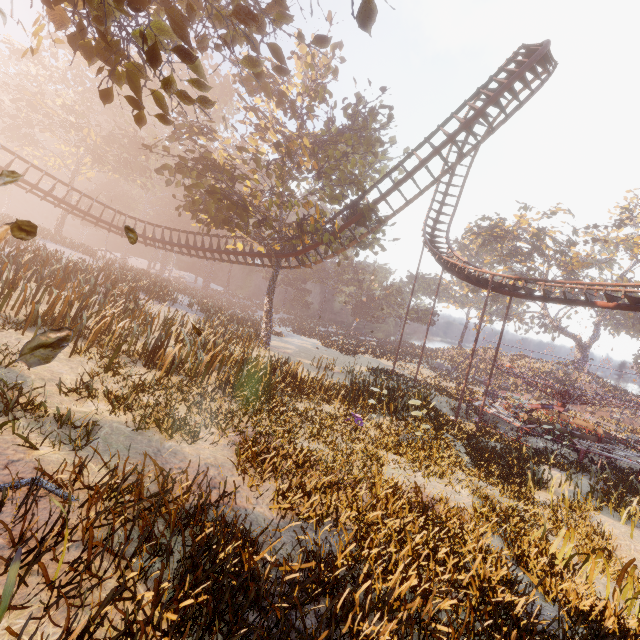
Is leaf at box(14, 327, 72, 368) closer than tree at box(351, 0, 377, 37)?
Yes

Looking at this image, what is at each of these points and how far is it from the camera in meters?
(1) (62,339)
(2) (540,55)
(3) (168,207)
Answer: (1) leaf, 2.3 m
(2) roller coaster, 16.3 m
(3) instancedfoliageactor, 58.7 m

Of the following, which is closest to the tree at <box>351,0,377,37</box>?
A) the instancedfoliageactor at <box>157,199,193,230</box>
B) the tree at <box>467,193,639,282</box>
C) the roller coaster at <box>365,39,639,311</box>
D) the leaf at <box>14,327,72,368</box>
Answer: the leaf at <box>14,327,72,368</box>

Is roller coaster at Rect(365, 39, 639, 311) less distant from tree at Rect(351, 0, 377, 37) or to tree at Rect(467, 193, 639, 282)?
tree at Rect(351, 0, 377, 37)

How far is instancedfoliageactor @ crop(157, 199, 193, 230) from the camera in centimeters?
5672cm

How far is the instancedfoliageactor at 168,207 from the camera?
56.7 meters

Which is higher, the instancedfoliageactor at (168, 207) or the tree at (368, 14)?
the instancedfoliageactor at (168, 207)

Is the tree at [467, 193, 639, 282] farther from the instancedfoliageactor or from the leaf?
the leaf
